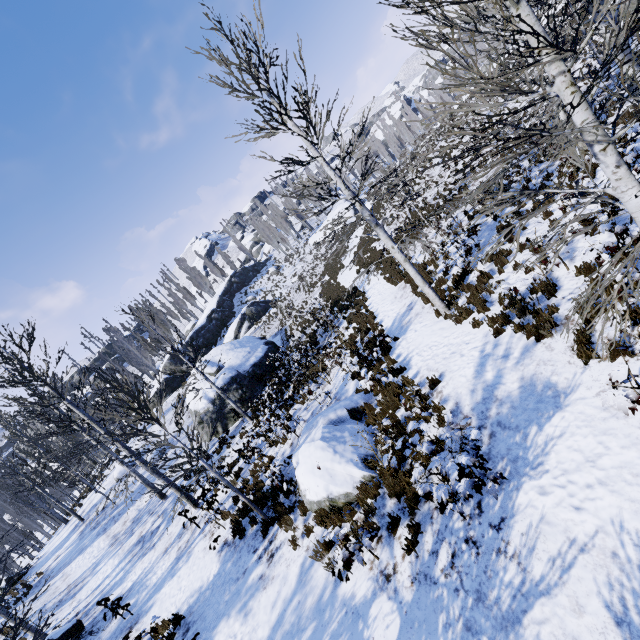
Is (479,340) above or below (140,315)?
below

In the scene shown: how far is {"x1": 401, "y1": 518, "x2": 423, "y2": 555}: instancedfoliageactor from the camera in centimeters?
559cm

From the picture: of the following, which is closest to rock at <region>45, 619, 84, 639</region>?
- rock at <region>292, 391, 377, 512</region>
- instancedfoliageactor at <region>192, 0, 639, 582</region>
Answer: rock at <region>292, 391, 377, 512</region>

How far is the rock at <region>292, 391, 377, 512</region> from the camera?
7.7m

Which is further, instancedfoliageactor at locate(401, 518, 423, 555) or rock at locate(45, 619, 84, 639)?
rock at locate(45, 619, 84, 639)

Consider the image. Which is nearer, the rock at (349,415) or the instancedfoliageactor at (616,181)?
the instancedfoliageactor at (616,181)

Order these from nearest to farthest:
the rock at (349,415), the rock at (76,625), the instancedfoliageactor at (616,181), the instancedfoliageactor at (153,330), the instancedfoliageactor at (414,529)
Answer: the instancedfoliageactor at (616,181)
the instancedfoliageactor at (414,529)
the rock at (349,415)
the instancedfoliageactor at (153,330)
the rock at (76,625)
